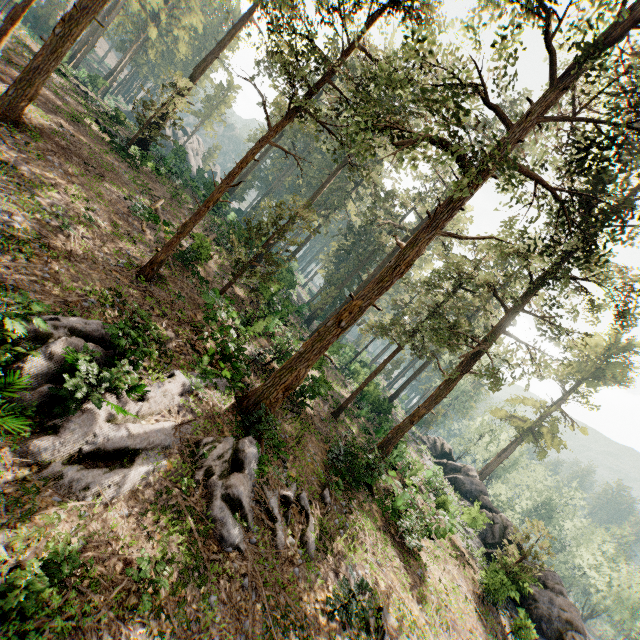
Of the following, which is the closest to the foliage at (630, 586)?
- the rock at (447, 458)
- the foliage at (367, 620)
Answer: the rock at (447, 458)

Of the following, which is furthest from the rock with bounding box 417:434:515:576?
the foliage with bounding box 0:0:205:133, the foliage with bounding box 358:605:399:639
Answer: the foliage with bounding box 358:605:399:639

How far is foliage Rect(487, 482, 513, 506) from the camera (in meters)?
52.25

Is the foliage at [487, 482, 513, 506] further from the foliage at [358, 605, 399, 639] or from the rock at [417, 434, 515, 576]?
the foliage at [358, 605, 399, 639]

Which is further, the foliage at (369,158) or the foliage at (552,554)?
the foliage at (552,554)

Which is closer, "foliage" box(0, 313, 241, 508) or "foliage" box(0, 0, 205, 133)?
"foliage" box(0, 313, 241, 508)

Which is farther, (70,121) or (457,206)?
(70,121)
